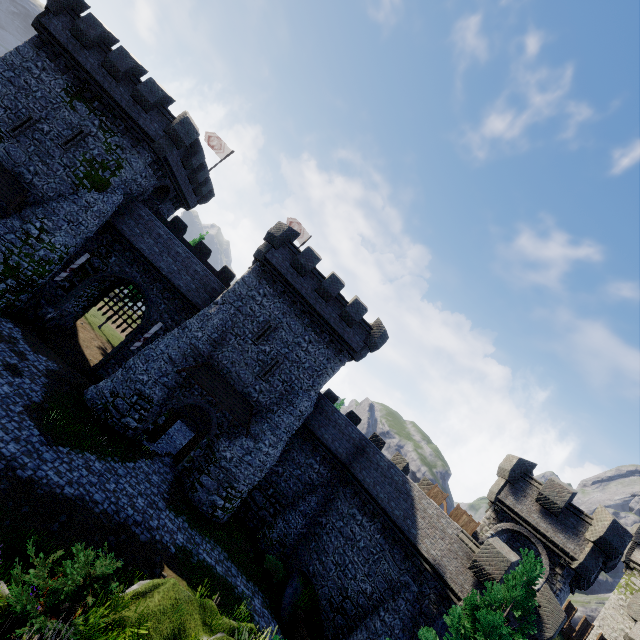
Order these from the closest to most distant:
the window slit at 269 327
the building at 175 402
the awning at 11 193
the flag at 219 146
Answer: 1. the awning at 11 193
2. the building at 175 402
3. the window slit at 269 327
4. the flag at 219 146

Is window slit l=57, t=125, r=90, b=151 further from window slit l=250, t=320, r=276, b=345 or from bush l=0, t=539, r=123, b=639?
bush l=0, t=539, r=123, b=639

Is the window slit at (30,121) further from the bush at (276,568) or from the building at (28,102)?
the bush at (276,568)

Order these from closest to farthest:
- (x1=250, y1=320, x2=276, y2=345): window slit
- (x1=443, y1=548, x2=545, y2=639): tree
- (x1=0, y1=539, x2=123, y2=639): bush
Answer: (x1=0, y1=539, x2=123, y2=639): bush → (x1=443, y1=548, x2=545, y2=639): tree → (x1=250, y1=320, x2=276, y2=345): window slit

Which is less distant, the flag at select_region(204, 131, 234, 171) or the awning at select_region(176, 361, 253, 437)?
the awning at select_region(176, 361, 253, 437)

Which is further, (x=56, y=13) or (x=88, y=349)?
(x=88, y=349)

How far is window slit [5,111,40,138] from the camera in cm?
1986

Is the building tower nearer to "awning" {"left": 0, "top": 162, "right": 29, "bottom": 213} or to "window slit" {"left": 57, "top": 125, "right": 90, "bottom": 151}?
"awning" {"left": 0, "top": 162, "right": 29, "bottom": 213}
